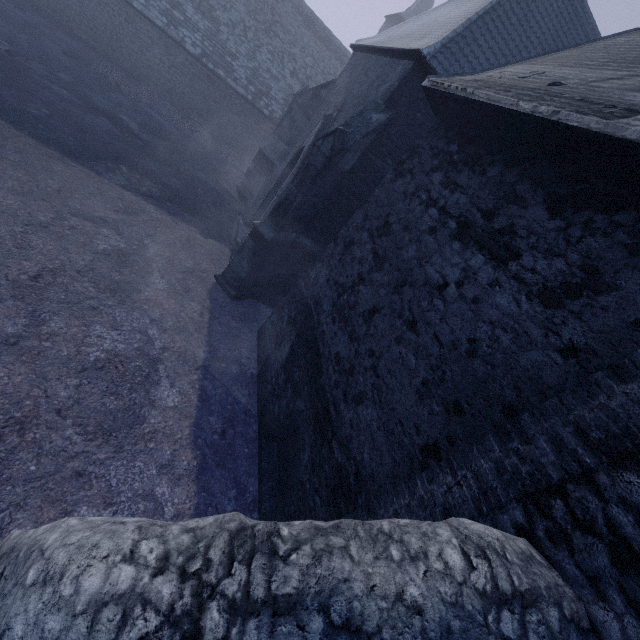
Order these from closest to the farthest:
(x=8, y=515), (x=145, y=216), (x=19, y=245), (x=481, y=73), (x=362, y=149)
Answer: (x=8, y=515)
(x=481, y=73)
(x=19, y=245)
(x=362, y=149)
(x=145, y=216)
